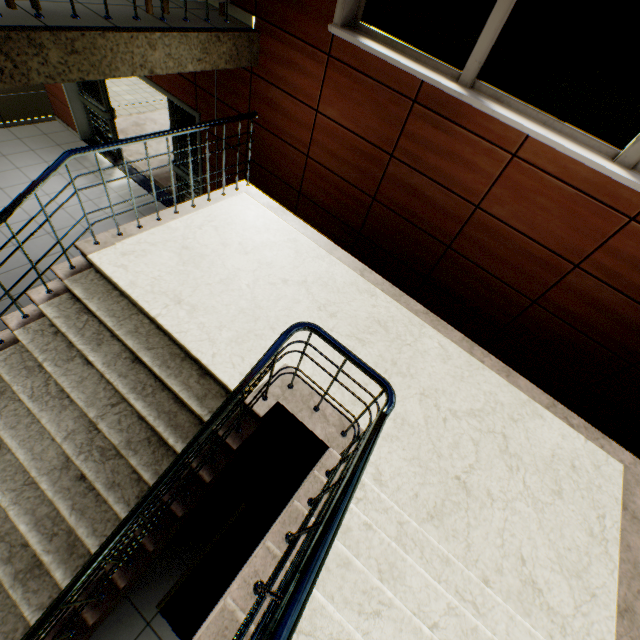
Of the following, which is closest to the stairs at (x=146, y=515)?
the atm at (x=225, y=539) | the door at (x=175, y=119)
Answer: the atm at (x=225, y=539)

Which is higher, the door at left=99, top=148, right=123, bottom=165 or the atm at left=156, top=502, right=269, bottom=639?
the atm at left=156, top=502, right=269, bottom=639

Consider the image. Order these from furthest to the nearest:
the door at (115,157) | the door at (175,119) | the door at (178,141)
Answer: the door at (115,157), the door at (178,141), the door at (175,119)

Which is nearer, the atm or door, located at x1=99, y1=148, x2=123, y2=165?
the atm

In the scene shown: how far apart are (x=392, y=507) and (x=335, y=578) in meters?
0.8

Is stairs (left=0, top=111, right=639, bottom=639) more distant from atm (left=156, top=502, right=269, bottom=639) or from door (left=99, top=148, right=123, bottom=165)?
door (left=99, top=148, right=123, bottom=165)

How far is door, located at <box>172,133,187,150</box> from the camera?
5.5 meters

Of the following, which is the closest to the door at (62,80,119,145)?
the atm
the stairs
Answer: the stairs
